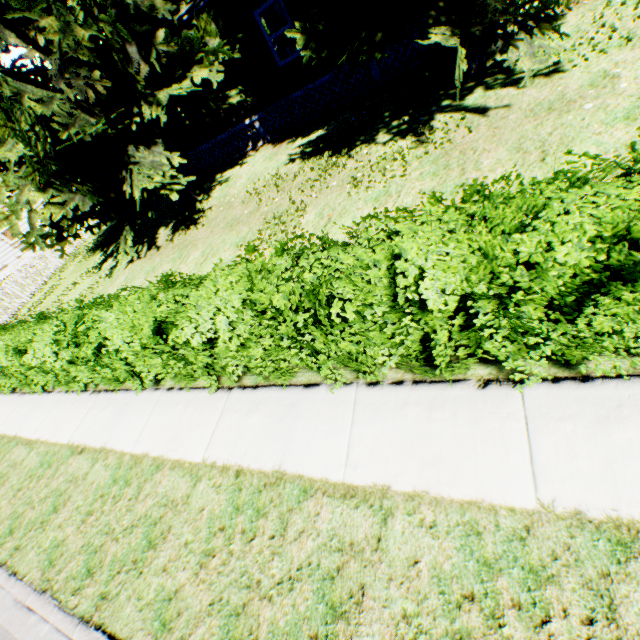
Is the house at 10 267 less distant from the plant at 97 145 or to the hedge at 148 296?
the plant at 97 145

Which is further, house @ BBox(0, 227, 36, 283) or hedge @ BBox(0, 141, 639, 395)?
house @ BBox(0, 227, 36, 283)

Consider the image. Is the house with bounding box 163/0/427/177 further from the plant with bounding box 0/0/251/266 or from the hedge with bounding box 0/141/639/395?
the hedge with bounding box 0/141/639/395

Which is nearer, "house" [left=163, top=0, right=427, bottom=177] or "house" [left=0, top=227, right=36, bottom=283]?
→ "house" [left=163, top=0, right=427, bottom=177]

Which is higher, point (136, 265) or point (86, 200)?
point (86, 200)

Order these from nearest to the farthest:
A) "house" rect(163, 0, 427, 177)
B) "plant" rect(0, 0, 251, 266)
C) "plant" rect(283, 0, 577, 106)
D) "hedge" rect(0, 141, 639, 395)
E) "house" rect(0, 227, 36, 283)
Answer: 1. "hedge" rect(0, 141, 639, 395)
2. "plant" rect(283, 0, 577, 106)
3. "plant" rect(0, 0, 251, 266)
4. "house" rect(163, 0, 427, 177)
5. "house" rect(0, 227, 36, 283)
